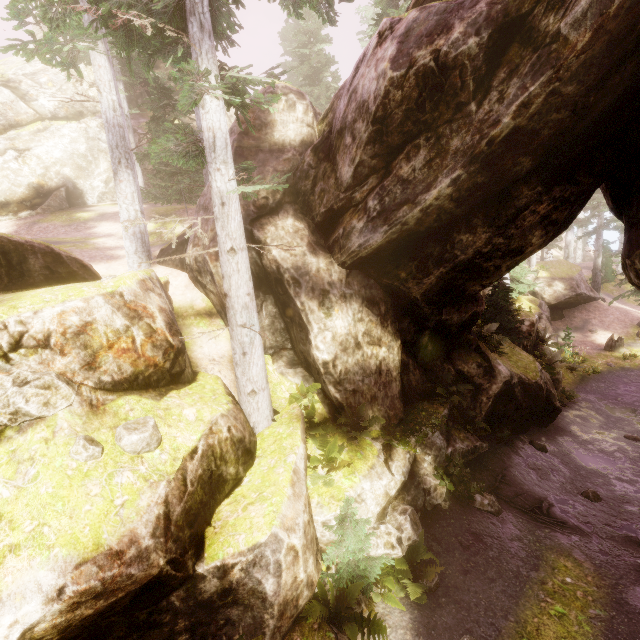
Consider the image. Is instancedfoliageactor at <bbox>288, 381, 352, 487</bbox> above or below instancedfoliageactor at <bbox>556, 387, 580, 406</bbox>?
above

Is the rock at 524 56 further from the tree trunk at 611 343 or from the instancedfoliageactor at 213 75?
the tree trunk at 611 343

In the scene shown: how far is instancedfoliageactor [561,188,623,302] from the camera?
26.80m

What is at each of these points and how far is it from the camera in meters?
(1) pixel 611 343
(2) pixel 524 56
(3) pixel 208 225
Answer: (1) tree trunk, 23.5 m
(2) rock, 6.0 m
(3) rock, 10.7 m

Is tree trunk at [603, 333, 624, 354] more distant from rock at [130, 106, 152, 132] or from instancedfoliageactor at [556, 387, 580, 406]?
rock at [130, 106, 152, 132]

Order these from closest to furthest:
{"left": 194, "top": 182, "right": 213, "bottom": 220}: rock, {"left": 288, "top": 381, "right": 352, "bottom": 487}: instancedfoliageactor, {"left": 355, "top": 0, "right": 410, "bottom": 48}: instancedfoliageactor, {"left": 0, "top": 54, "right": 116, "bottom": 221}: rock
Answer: {"left": 288, "top": 381, "right": 352, "bottom": 487}: instancedfoliageactor → {"left": 194, "top": 182, "right": 213, "bottom": 220}: rock → {"left": 355, "top": 0, "right": 410, "bottom": 48}: instancedfoliageactor → {"left": 0, "top": 54, "right": 116, "bottom": 221}: rock

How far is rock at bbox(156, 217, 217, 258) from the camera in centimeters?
1028cm

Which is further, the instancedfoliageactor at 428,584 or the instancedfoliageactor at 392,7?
the instancedfoliageactor at 392,7
